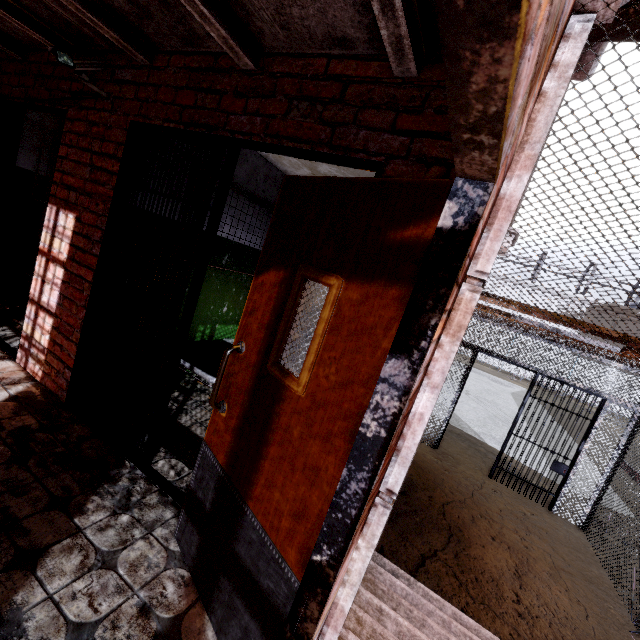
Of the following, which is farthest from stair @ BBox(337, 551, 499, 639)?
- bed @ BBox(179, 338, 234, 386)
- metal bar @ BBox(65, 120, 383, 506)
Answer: bed @ BBox(179, 338, 234, 386)

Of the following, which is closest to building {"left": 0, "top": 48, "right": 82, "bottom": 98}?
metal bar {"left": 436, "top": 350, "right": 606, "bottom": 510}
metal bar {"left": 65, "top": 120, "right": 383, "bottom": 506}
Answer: metal bar {"left": 65, "top": 120, "right": 383, "bottom": 506}

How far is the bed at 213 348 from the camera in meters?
3.1 m

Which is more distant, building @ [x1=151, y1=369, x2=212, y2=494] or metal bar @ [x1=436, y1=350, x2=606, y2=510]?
metal bar @ [x1=436, y1=350, x2=606, y2=510]

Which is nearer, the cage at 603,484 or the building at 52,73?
the building at 52,73

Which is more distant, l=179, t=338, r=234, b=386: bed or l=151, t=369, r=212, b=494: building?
l=179, t=338, r=234, b=386: bed

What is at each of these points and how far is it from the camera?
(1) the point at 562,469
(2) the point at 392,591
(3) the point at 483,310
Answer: (1) metal bar, 5.7m
(2) stair, 2.7m
(3) cage, 3.5m

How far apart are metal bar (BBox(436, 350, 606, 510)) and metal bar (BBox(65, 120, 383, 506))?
5.5 meters
